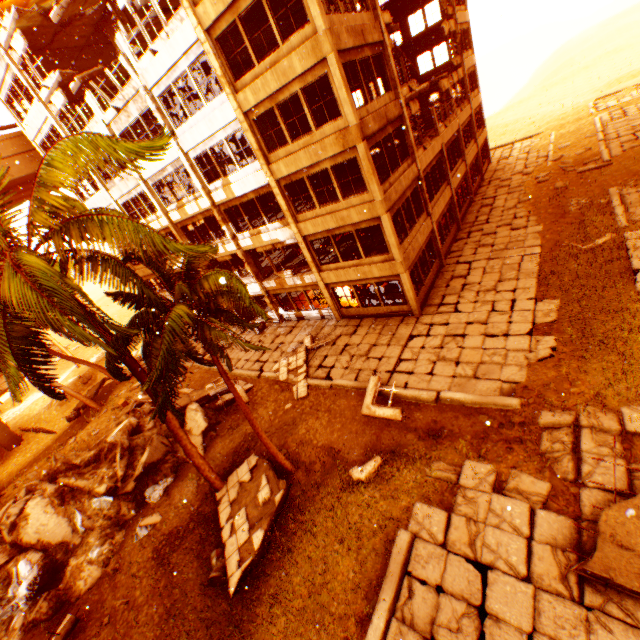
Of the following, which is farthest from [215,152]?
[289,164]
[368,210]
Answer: [368,210]

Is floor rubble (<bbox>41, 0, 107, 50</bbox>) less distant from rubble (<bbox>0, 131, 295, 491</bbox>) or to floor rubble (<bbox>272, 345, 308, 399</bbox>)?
rubble (<bbox>0, 131, 295, 491</bbox>)

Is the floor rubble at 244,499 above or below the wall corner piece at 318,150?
below

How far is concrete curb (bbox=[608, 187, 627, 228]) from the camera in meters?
15.3

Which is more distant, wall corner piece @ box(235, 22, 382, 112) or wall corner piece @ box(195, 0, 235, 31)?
wall corner piece @ box(195, 0, 235, 31)

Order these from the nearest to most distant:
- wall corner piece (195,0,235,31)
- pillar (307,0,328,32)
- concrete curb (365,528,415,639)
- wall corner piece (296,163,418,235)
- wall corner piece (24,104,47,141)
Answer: concrete curb (365,528,415,639), pillar (307,0,328,32), wall corner piece (195,0,235,31), wall corner piece (296,163,418,235), wall corner piece (24,104,47,141)

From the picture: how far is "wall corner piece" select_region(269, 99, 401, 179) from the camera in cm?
1259

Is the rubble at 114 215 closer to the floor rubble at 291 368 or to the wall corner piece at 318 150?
the floor rubble at 291 368
